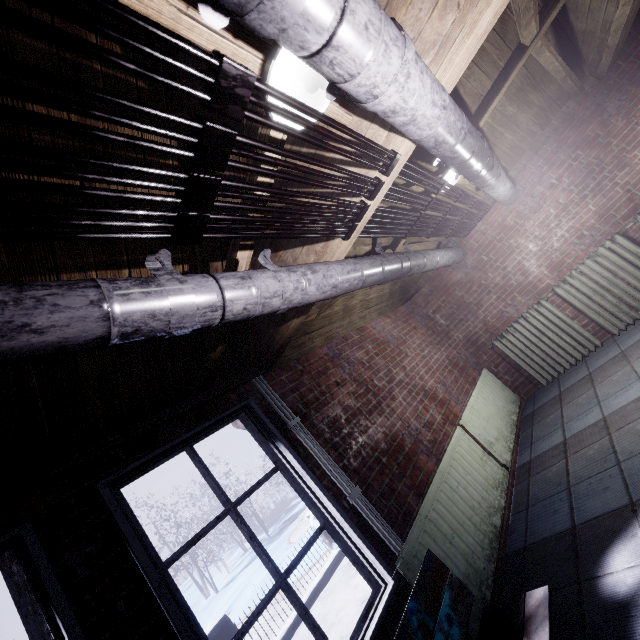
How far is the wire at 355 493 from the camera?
1.9 meters

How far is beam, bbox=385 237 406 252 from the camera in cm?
346

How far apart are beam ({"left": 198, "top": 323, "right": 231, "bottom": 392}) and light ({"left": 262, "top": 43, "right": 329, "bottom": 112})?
0.06m

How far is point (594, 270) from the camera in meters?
3.6

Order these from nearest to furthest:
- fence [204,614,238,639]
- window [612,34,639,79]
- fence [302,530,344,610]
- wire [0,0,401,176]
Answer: wire [0,0,401,176], window [612,34,639,79], fence [204,614,238,639], fence [302,530,344,610]

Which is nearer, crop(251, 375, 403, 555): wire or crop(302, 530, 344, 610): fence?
crop(251, 375, 403, 555): wire

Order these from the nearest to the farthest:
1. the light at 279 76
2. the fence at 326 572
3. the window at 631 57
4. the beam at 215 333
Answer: the light at 279 76 → the beam at 215 333 → the window at 631 57 → the fence at 326 572
